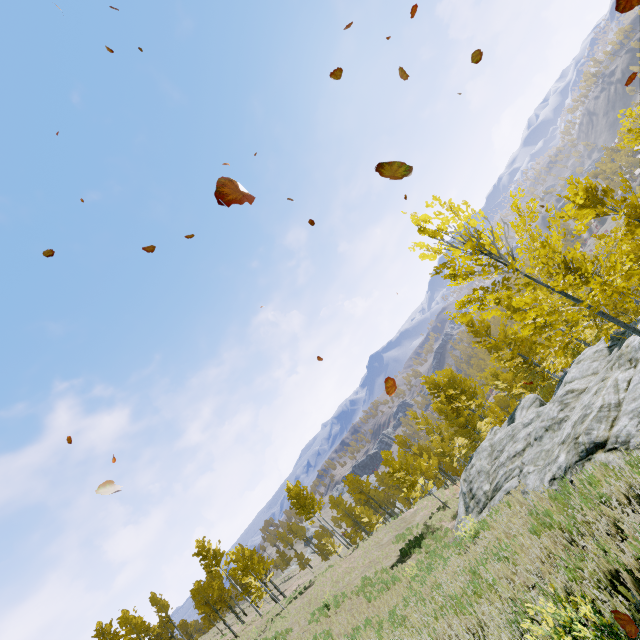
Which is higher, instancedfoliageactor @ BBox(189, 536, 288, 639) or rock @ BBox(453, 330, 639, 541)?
instancedfoliageactor @ BBox(189, 536, 288, 639)

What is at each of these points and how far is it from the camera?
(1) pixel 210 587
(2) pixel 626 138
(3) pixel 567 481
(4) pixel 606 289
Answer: (1) instancedfoliageactor, 46.91m
(2) instancedfoliageactor, 12.27m
(3) rock, 7.82m
(4) instancedfoliageactor, 5.71m

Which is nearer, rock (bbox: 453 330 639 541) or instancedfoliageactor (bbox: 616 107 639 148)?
rock (bbox: 453 330 639 541)

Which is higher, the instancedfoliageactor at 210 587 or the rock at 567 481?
the instancedfoliageactor at 210 587

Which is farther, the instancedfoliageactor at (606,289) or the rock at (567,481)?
the rock at (567,481)

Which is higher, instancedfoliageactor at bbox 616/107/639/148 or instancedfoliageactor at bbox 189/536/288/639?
instancedfoliageactor at bbox 189/536/288/639

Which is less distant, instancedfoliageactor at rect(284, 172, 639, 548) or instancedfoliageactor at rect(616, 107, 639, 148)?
instancedfoliageactor at rect(284, 172, 639, 548)

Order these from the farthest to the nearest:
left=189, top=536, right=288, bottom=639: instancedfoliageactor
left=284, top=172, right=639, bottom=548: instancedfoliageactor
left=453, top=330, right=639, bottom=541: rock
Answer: left=189, top=536, right=288, bottom=639: instancedfoliageactor → left=453, top=330, right=639, bottom=541: rock → left=284, top=172, right=639, bottom=548: instancedfoliageactor
